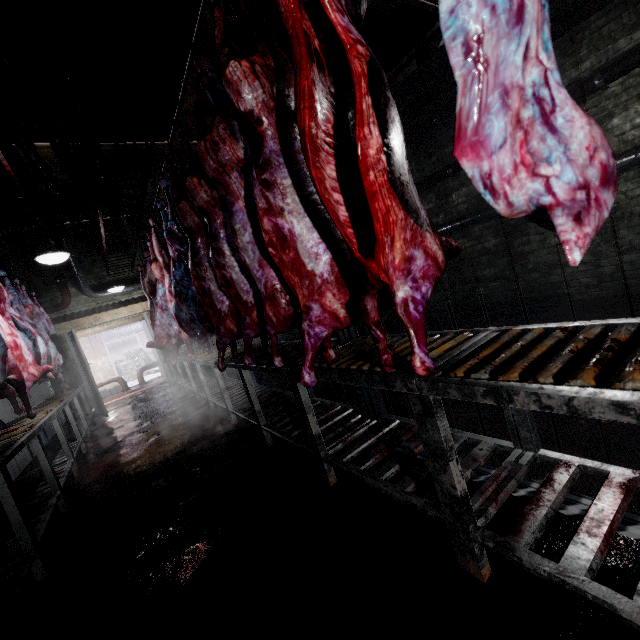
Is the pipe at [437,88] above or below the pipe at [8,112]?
below

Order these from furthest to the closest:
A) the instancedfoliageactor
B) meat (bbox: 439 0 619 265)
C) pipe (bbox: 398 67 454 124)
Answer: the instancedfoliageactor → pipe (bbox: 398 67 454 124) → meat (bbox: 439 0 619 265)

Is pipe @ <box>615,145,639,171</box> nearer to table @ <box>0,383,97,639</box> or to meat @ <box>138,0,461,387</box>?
meat @ <box>138,0,461,387</box>

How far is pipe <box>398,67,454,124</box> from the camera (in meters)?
4.55

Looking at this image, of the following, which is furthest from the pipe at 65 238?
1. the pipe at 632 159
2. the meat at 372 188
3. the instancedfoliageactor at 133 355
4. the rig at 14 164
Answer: the instancedfoliageactor at 133 355

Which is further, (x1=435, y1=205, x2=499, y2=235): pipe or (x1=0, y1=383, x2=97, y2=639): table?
(x1=435, y1=205, x2=499, y2=235): pipe

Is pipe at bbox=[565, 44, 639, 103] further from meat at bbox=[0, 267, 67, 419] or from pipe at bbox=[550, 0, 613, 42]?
meat at bbox=[0, 267, 67, 419]

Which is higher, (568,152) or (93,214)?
(93,214)
